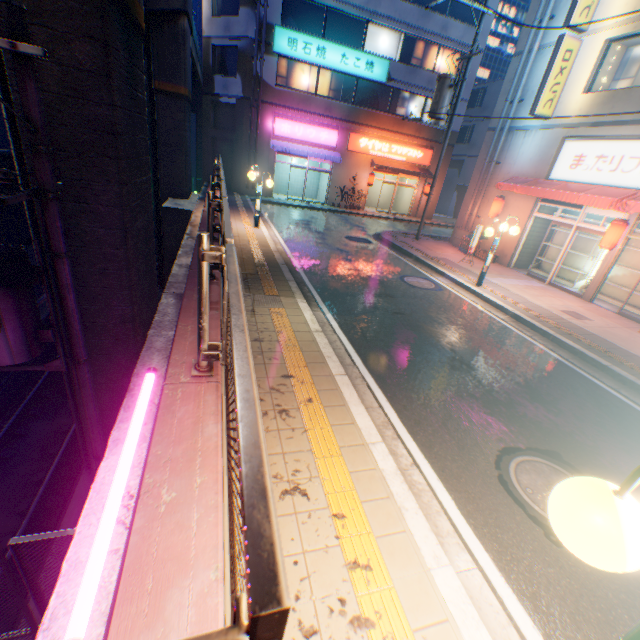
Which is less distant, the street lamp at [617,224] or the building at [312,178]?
the street lamp at [617,224]

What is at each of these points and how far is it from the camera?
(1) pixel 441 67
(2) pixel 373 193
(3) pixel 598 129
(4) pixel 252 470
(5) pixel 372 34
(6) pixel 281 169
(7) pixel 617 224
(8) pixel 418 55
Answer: (1) window glass, 23.08m
(2) building, 28.84m
(3) building, 11.39m
(4) metal fence, 0.78m
(5) window glass, 21.08m
(6) building, 25.91m
(7) street lamp, 10.16m
(8) window glass, 22.34m

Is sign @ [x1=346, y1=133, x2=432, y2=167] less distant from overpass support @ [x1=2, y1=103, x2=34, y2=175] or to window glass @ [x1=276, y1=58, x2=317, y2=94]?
window glass @ [x1=276, y1=58, x2=317, y2=94]

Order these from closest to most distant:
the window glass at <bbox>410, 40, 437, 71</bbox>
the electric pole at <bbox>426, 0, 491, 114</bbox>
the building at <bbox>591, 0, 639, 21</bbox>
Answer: the building at <bbox>591, 0, 639, 21</bbox> → the electric pole at <bbox>426, 0, 491, 114</bbox> → the window glass at <bbox>410, 40, 437, 71</bbox>

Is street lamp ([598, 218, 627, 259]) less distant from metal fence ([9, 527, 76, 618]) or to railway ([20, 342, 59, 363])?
metal fence ([9, 527, 76, 618])

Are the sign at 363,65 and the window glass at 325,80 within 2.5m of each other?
yes

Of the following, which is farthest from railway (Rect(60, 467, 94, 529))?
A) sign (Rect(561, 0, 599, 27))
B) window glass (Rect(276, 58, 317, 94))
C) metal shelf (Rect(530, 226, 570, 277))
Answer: sign (Rect(561, 0, 599, 27))

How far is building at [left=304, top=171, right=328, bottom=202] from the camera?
25.9 meters
